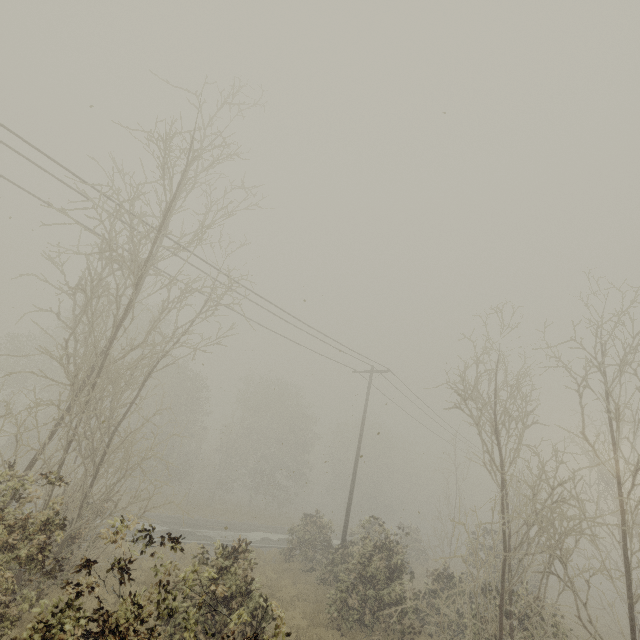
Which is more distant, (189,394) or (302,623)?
(189,394)
